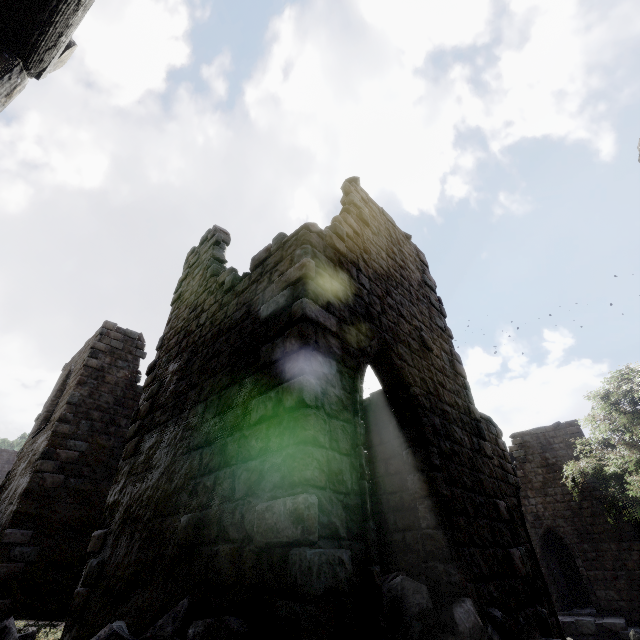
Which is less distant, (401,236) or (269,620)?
(269,620)

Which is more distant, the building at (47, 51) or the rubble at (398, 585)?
the rubble at (398, 585)

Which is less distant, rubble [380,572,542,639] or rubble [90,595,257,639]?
rubble [90,595,257,639]

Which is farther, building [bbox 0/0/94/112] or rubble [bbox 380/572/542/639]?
rubble [bbox 380/572/542/639]

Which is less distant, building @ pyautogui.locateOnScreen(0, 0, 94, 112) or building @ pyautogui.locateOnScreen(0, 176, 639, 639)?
building @ pyautogui.locateOnScreen(0, 0, 94, 112)

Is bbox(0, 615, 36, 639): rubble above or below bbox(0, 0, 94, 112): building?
below

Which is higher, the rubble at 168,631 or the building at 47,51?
the building at 47,51
